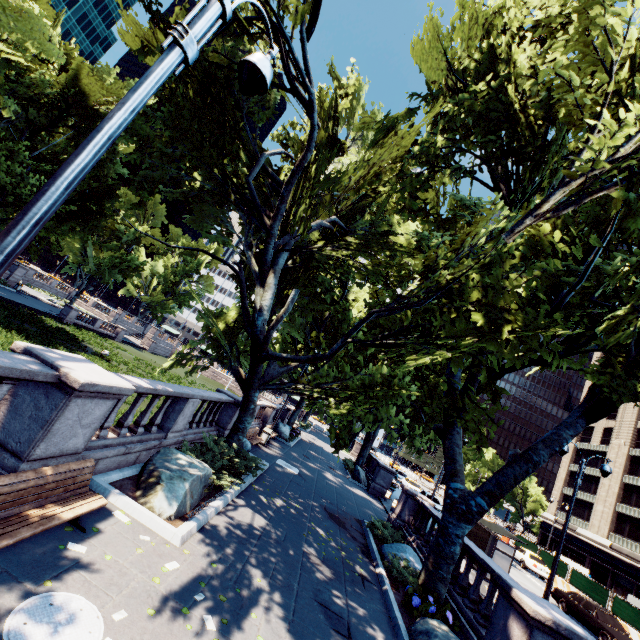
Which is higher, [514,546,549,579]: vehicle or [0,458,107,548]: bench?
[514,546,549,579]: vehicle

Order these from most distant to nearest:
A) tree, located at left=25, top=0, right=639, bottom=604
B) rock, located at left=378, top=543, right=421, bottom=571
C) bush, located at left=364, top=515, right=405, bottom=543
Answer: bush, located at left=364, top=515, right=405, bottom=543 → rock, located at left=378, top=543, right=421, bottom=571 → tree, located at left=25, top=0, right=639, bottom=604

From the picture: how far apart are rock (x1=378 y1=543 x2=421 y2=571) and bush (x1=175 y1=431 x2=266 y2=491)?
6.33m

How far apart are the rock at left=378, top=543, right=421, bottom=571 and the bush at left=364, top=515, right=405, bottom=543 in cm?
132

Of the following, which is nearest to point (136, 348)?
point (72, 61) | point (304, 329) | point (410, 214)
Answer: point (304, 329)

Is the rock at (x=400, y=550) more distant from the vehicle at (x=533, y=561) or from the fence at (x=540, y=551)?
the vehicle at (x=533, y=561)

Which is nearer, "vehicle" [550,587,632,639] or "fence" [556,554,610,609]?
"vehicle" [550,587,632,639]

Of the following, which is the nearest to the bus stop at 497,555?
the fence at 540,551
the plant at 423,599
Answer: the plant at 423,599
